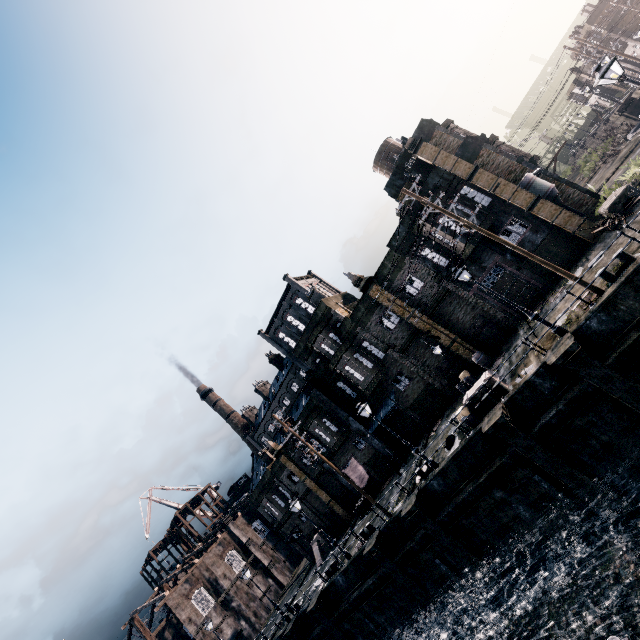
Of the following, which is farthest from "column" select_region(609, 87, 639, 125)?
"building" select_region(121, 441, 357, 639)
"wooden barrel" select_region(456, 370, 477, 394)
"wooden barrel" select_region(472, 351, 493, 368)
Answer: "building" select_region(121, 441, 357, 639)

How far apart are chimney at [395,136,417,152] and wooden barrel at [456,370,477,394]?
17.45m

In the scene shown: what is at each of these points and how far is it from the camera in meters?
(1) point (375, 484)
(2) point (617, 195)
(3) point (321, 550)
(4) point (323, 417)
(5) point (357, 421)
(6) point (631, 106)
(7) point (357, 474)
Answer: (1) building, 31.4 m
(2) wooden chest, 18.8 m
(3) wooden chest, 33.3 m
(4) building, 31.9 m
(5) column, 30.4 m
(6) column, 32.8 m
(7) cloth, 31.8 m

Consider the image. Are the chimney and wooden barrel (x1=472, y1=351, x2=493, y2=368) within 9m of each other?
no

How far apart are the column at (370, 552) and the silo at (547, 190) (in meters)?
25.23

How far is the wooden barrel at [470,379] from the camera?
24.5m

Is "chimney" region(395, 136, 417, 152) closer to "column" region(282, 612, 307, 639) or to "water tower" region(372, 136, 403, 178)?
"water tower" region(372, 136, 403, 178)

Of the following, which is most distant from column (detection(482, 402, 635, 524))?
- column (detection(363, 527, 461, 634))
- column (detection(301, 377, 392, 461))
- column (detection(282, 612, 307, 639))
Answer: column (detection(282, 612, 307, 639))
